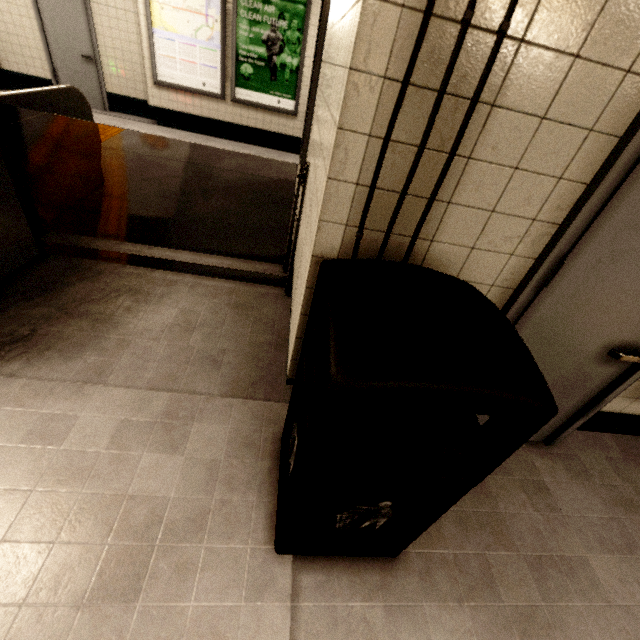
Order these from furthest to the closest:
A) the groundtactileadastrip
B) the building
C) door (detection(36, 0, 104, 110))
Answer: door (detection(36, 0, 104, 110))
the groundtactileadastrip
the building

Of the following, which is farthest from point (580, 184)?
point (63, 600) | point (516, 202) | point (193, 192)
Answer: point (193, 192)

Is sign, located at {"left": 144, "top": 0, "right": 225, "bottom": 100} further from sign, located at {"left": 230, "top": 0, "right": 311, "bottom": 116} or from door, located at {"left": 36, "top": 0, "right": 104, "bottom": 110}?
door, located at {"left": 36, "top": 0, "right": 104, "bottom": 110}

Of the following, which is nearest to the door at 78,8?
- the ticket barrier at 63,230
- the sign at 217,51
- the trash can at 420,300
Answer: the sign at 217,51

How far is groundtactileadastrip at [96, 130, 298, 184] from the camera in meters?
4.9 m

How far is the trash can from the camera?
0.7m

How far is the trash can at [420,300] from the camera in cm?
71

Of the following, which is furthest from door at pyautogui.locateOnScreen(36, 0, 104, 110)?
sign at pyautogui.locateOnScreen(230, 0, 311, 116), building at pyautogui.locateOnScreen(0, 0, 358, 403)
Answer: building at pyautogui.locateOnScreen(0, 0, 358, 403)
